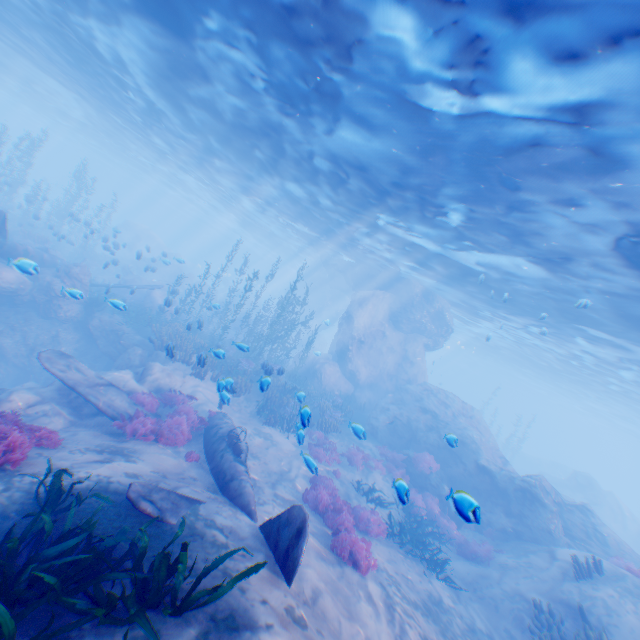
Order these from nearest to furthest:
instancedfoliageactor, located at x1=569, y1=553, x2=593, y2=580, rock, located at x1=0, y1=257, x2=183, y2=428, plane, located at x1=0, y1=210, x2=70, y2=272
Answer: plane, located at x1=0, y1=210, x2=70, y2=272 < rock, located at x1=0, y1=257, x2=183, y2=428 < instancedfoliageactor, located at x1=569, y1=553, x2=593, y2=580

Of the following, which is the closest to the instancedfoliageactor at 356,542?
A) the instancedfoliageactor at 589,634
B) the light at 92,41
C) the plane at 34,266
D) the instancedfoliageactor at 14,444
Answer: the instancedfoliageactor at 589,634

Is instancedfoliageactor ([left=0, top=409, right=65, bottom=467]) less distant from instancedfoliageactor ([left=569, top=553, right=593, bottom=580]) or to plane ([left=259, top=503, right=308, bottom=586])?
plane ([left=259, top=503, right=308, bottom=586])

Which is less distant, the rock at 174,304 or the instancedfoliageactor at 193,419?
the instancedfoliageactor at 193,419

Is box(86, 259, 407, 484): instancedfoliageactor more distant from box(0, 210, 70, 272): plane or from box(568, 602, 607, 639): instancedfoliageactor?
box(568, 602, 607, 639): instancedfoliageactor

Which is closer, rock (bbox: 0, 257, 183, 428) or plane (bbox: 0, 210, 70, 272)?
plane (bbox: 0, 210, 70, 272)

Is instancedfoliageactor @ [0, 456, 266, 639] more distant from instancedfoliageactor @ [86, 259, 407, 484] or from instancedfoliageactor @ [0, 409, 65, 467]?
instancedfoliageactor @ [86, 259, 407, 484]

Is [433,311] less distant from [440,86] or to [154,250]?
[440,86]
